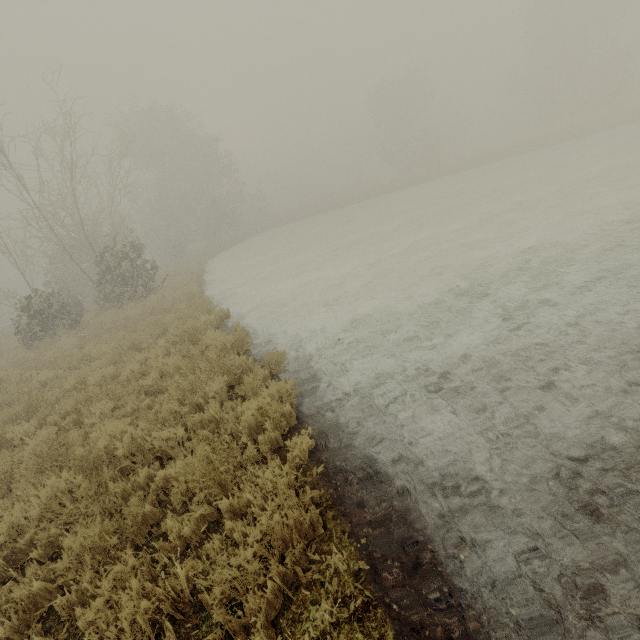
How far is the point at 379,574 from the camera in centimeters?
266cm
